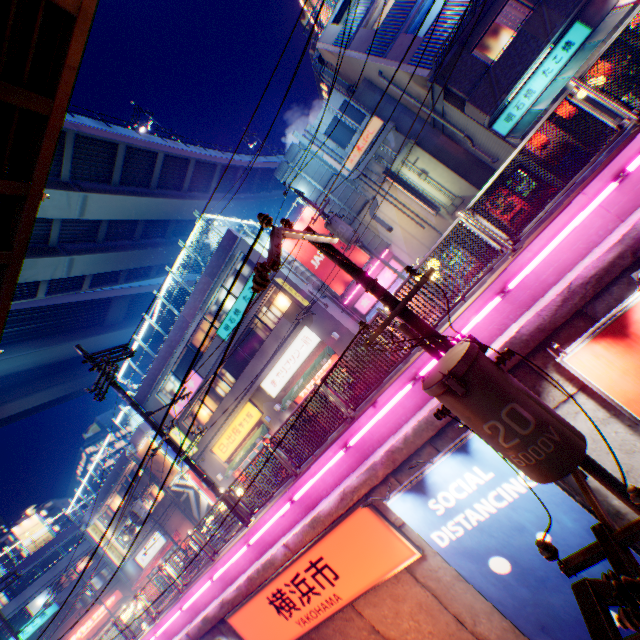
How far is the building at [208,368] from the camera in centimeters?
2158cm

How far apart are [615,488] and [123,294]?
41.77m

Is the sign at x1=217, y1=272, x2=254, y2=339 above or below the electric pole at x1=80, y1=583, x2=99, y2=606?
above

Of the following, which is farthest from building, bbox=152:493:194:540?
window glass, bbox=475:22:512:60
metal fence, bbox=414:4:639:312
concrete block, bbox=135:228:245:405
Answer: window glass, bbox=475:22:512:60

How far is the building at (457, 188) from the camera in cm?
1658

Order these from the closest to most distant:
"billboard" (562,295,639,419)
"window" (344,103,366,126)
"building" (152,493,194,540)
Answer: "billboard" (562,295,639,419)
"window" (344,103,366,126)
"building" (152,493,194,540)

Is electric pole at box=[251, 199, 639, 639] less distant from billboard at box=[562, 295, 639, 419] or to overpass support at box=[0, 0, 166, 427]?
billboard at box=[562, 295, 639, 419]

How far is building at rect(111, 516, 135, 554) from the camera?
33.8m
